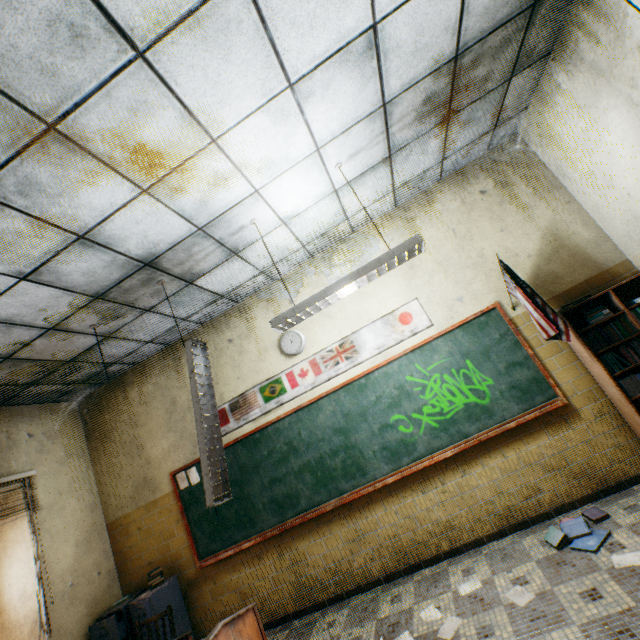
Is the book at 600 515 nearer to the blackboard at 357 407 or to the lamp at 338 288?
the blackboard at 357 407

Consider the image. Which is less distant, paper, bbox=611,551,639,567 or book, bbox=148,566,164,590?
paper, bbox=611,551,639,567

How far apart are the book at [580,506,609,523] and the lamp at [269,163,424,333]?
2.9 meters

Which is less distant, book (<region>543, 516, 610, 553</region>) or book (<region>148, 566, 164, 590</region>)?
book (<region>543, 516, 610, 553</region>)

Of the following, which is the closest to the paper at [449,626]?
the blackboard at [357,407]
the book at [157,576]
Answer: the blackboard at [357,407]

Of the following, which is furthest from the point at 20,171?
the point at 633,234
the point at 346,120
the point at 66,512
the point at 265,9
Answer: the point at 633,234

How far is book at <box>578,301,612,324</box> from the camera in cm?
330

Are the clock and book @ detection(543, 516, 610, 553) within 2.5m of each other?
no
